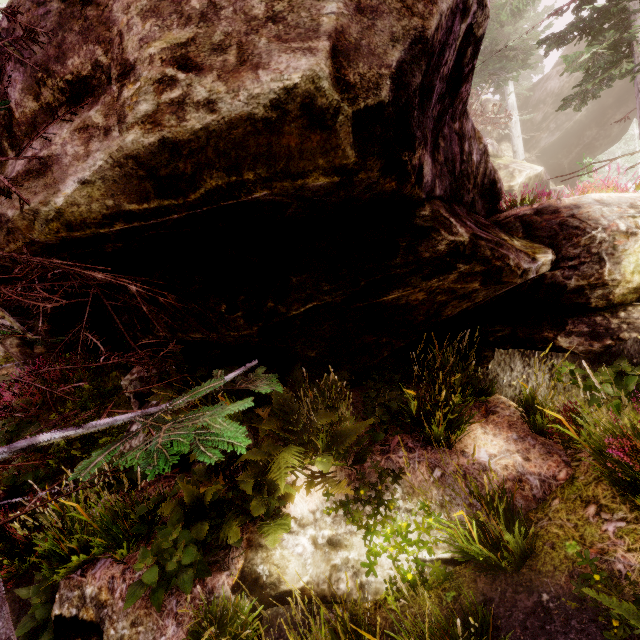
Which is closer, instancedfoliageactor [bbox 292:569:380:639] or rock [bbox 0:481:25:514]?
instancedfoliageactor [bbox 292:569:380:639]

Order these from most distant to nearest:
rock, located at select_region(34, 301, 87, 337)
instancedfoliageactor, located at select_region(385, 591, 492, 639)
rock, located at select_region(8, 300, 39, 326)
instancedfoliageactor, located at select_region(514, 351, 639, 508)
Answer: rock, located at select_region(34, 301, 87, 337)
rock, located at select_region(8, 300, 39, 326)
instancedfoliageactor, located at select_region(514, 351, 639, 508)
instancedfoliageactor, located at select_region(385, 591, 492, 639)

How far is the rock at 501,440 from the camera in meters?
4.0 m

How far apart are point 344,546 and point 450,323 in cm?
379

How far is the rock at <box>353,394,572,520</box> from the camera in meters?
4.0

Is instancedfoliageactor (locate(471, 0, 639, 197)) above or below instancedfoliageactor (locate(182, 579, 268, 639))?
above
